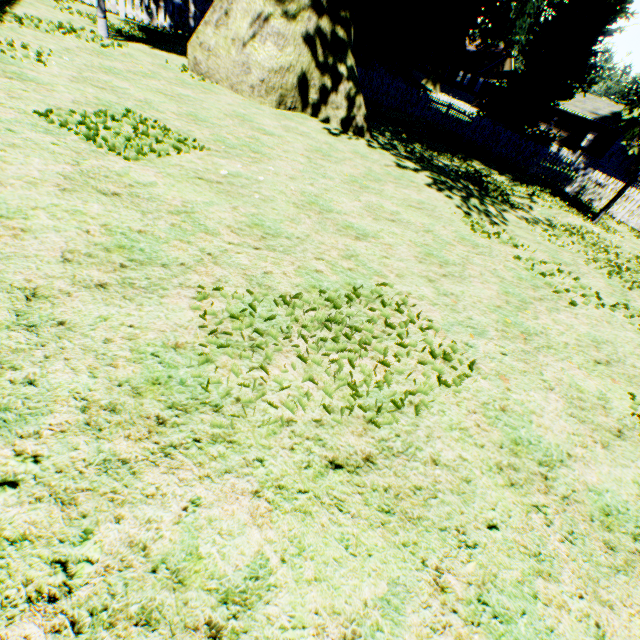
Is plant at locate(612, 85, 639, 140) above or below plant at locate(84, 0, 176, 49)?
above

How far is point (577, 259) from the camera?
7.5 meters

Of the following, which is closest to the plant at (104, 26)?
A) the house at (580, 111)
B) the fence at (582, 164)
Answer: the fence at (582, 164)

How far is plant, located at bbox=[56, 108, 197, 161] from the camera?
4.1 meters

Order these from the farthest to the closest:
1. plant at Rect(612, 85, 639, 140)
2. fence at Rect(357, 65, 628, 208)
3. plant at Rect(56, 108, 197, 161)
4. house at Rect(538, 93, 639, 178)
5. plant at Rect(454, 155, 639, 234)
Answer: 1. house at Rect(538, 93, 639, 178)
2. fence at Rect(357, 65, 628, 208)
3. plant at Rect(454, 155, 639, 234)
4. plant at Rect(612, 85, 639, 140)
5. plant at Rect(56, 108, 197, 161)

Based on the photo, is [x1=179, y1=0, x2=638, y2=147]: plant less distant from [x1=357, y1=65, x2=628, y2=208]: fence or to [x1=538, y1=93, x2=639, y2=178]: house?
[x1=357, y1=65, x2=628, y2=208]: fence

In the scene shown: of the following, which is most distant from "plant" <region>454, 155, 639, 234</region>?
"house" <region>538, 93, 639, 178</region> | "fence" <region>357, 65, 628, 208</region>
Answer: "house" <region>538, 93, 639, 178</region>

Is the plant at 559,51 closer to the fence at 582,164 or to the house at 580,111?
the fence at 582,164
